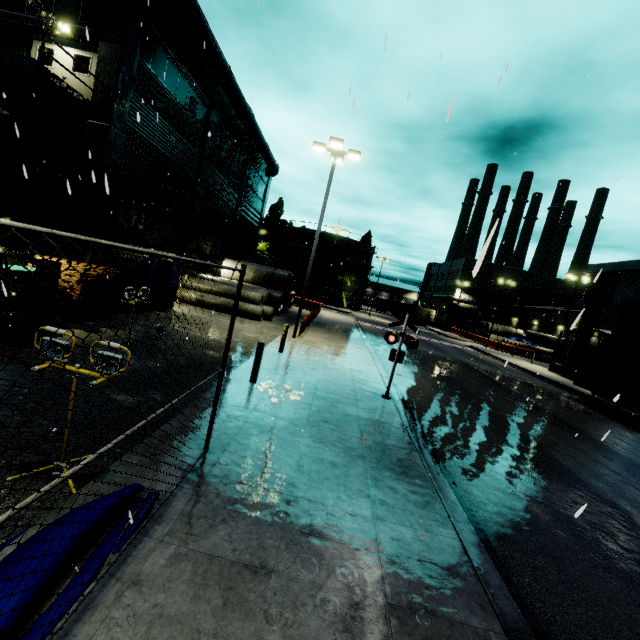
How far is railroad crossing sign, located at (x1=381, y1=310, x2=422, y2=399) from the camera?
10.12m

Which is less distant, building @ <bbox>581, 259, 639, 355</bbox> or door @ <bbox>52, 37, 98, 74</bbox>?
door @ <bbox>52, 37, 98, 74</bbox>

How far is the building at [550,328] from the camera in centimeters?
4678cm

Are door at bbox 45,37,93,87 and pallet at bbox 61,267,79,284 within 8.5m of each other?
yes

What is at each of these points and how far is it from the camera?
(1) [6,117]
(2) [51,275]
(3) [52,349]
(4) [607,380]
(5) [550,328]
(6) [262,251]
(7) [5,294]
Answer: (1) pipe, 12.57m
(2) forklift, 8.52m
(3) light, 3.92m
(4) cargo container, 18.00m
(5) building, 47.94m
(6) tree, 57.53m
(7) forklift, 3.96m

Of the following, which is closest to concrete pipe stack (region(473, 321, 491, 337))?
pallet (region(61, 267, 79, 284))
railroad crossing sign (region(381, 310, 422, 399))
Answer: railroad crossing sign (region(381, 310, 422, 399))

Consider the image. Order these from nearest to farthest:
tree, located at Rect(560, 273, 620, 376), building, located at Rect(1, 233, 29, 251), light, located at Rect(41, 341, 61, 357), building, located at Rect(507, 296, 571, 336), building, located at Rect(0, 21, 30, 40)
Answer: light, located at Rect(41, 341, 61, 357)
building, located at Rect(1, 233, 29, 251)
building, located at Rect(0, 21, 30, 40)
tree, located at Rect(560, 273, 620, 376)
building, located at Rect(507, 296, 571, 336)

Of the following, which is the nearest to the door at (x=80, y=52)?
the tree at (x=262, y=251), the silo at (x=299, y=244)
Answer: the tree at (x=262, y=251)
